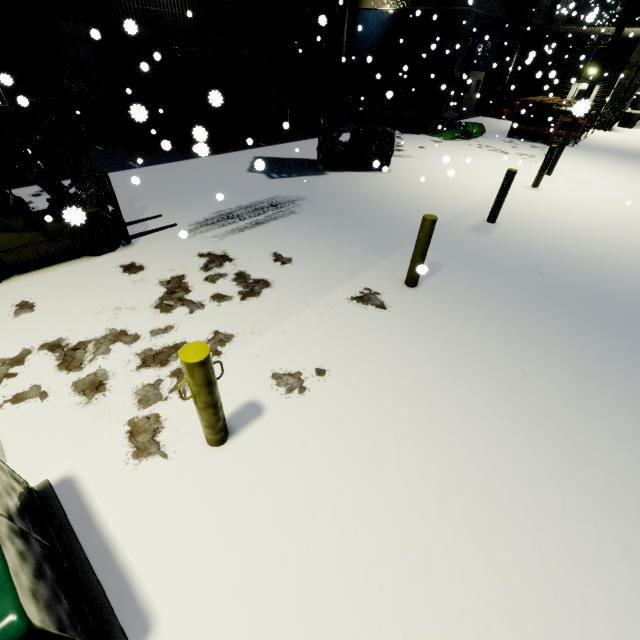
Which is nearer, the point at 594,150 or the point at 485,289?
the point at 485,289

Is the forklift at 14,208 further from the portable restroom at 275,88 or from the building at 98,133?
the portable restroom at 275,88

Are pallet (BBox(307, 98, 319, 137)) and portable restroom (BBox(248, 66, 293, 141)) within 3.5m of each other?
yes

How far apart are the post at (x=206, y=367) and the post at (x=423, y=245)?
3.4m

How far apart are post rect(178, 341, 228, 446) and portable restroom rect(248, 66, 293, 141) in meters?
13.2 m

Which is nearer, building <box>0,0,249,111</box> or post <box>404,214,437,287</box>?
post <box>404,214,437,287</box>

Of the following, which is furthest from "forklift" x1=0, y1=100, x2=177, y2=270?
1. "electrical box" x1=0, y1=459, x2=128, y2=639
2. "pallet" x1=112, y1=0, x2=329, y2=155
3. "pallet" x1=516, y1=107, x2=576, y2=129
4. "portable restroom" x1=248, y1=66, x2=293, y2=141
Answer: "pallet" x1=516, y1=107, x2=576, y2=129

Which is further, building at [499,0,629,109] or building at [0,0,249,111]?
building at [499,0,629,109]
